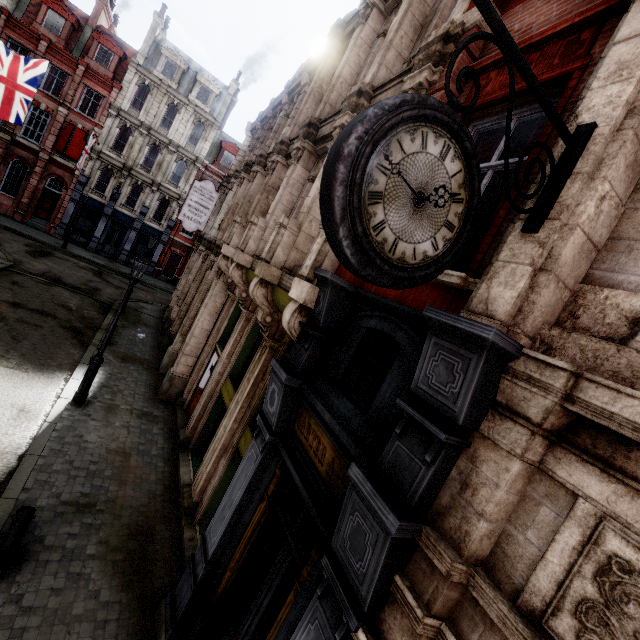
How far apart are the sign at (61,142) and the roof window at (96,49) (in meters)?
5.06

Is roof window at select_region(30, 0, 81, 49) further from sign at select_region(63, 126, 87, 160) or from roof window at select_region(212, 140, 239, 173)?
roof window at select_region(212, 140, 239, 173)

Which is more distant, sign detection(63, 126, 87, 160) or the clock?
sign detection(63, 126, 87, 160)

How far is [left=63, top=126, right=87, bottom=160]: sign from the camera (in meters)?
26.30

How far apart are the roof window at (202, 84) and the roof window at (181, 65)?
0.6m

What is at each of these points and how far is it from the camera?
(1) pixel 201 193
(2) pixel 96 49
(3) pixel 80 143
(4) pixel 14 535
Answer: (1) sign, 14.7m
(2) roof window, 26.8m
(3) sign, 27.0m
(4) post, 4.9m

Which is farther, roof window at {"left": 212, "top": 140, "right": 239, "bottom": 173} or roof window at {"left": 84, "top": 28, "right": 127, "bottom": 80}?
roof window at {"left": 212, "top": 140, "right": 239, "bottom": 173}

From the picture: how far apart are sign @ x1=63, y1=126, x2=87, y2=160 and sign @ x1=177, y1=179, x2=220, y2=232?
20.6m
